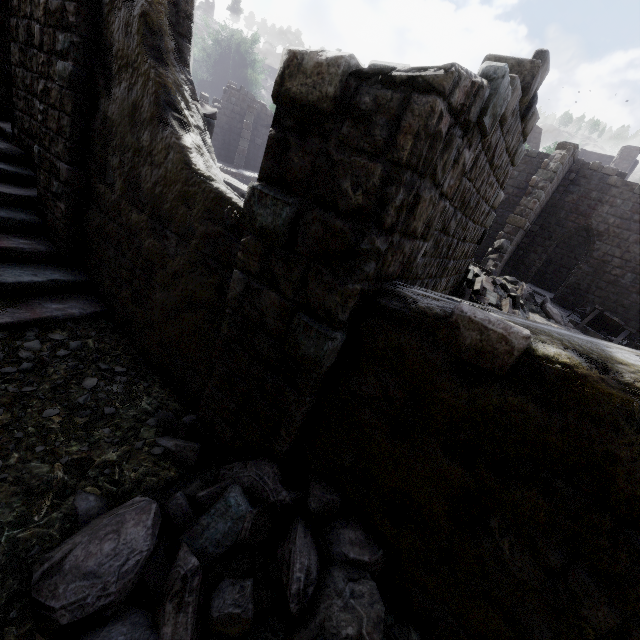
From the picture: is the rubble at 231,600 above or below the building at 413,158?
below

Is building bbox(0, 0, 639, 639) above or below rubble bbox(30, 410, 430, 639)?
above

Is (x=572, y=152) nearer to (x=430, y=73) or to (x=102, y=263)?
(x=430, y=73)
